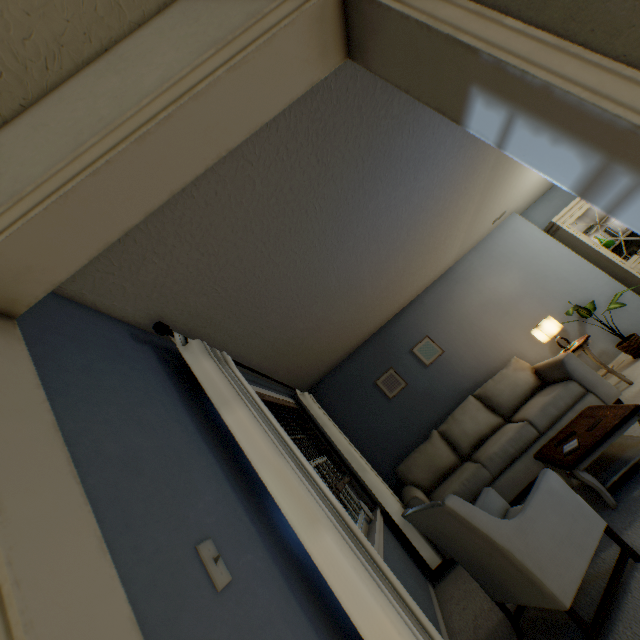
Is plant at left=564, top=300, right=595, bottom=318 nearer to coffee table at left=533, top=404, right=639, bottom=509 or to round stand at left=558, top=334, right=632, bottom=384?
round stand at left=558, top=334, right=632, bottom=384

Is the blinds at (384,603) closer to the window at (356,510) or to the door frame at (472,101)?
the window at (356,510)

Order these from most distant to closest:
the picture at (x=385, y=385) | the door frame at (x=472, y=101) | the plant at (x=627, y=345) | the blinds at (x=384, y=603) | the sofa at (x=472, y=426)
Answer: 1. the picture at (x=385, y=385)
2. the plant at (x=627, y=345)
3. the sofa at (x=472, y=426)
4. the blinds at (x=384, y=603)
5. the door frame at (x=472, y=101)

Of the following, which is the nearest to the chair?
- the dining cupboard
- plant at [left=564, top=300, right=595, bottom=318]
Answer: plant at [left=564, top=300, right=595, bottom=318]

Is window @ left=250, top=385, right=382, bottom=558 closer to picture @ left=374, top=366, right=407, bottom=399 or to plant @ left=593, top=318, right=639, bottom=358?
picture @ left=374, top=366, right=407, bottom=399

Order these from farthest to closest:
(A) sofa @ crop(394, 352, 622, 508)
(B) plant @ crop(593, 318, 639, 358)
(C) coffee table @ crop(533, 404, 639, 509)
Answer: (B) plant @ crop(593, 318, 639, 358) → (A) sofa @ crop(394, 352, 622, 508) → (C) coffee table @ crop(533, 404, 639, 509)

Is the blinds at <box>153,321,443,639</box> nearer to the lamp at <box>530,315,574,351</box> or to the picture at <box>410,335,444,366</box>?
the picture at <box>410,335,444,366</box>

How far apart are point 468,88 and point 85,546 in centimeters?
112cm
